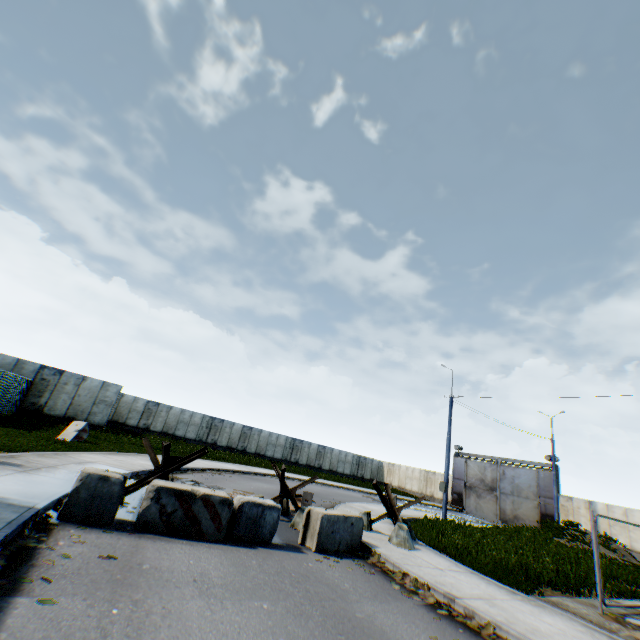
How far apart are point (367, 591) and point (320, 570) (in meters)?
1.04

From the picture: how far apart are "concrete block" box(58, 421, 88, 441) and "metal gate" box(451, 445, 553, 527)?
36.86m

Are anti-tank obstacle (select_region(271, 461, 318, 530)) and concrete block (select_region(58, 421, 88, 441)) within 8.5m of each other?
no

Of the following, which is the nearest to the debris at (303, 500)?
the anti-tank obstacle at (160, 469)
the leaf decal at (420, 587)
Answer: the anti-tank obstacle at (160, 469)

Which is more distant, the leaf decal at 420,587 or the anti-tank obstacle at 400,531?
the anti-tank obstacle at 400,531

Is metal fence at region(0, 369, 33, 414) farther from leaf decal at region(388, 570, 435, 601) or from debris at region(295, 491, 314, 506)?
debris at region(295, 491, 314, 506)

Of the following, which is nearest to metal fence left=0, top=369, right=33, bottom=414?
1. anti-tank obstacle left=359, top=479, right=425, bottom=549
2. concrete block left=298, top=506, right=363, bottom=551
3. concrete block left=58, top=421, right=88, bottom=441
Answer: concrete block left=58, top=421, right=88, bottom=441

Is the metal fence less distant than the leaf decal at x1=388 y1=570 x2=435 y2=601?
No
